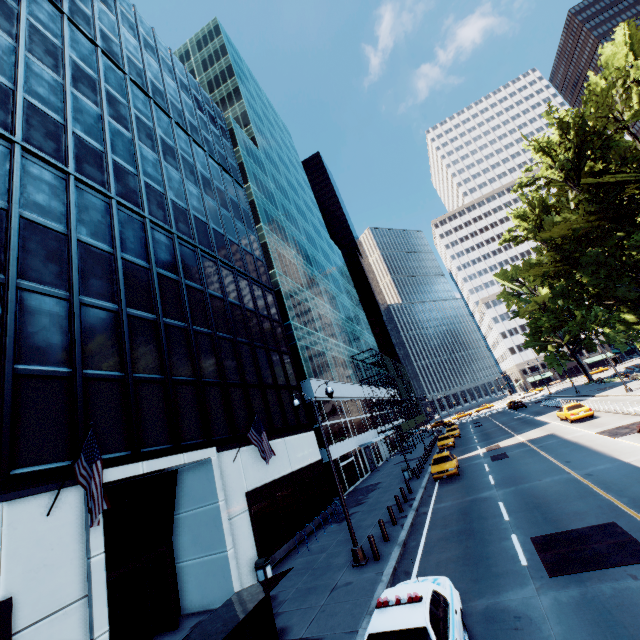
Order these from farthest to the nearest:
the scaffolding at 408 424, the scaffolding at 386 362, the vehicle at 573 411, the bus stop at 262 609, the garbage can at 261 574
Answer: the scaffolding at 386 362, the scaffolding at 408 424, the vehicle at 573 411, the garbage can at 261 574, the bus stop at 262 609

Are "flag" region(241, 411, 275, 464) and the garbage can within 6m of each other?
yes

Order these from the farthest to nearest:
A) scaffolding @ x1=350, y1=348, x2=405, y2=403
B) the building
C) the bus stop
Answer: scaffolding @ x1=350, y1=348, x2=405, y2=403
the building
the bus stop

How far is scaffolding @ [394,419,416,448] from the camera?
45.06m

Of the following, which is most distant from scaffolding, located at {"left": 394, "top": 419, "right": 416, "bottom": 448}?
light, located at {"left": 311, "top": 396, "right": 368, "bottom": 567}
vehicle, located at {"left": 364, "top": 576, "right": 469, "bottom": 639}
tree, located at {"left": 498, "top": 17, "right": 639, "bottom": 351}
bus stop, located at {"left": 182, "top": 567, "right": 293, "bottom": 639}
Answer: bus stop, located at {"left": 182, "top": 567, "right": 293, "bottom": 639}

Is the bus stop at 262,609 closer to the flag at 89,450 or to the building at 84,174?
the flag at 89,450

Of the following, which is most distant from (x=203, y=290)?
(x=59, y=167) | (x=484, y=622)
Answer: (x=484, y=622)

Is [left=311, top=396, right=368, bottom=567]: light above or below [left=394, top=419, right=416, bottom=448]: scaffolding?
below
